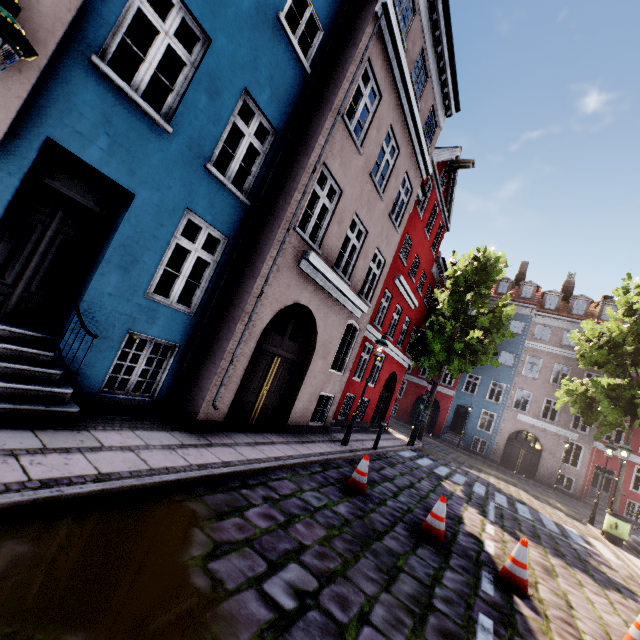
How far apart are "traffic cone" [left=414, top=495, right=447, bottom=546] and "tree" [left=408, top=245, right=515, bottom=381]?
14.55m

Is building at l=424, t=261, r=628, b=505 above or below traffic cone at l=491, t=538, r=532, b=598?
above

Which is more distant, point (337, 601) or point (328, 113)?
point (328, 113)

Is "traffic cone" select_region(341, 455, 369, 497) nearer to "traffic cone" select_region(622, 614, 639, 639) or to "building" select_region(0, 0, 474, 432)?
"building" select_region(0, 0, 474, 432)

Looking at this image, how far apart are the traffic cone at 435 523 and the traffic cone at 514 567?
0.8m

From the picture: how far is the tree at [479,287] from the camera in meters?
18.8

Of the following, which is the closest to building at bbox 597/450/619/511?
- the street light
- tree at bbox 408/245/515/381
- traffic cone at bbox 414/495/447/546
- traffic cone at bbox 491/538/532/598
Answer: the street light

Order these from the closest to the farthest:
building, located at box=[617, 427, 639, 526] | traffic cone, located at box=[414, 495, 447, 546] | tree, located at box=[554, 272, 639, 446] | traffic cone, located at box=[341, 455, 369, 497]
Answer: traffic cone, located at box=[414, 495, 447, 546] → traffic cone, located at box=[341, 455, 369, 497] → tree, located at box=[554, 272, 639, 446] → building, located at box=[617, 427, 639, 526]
